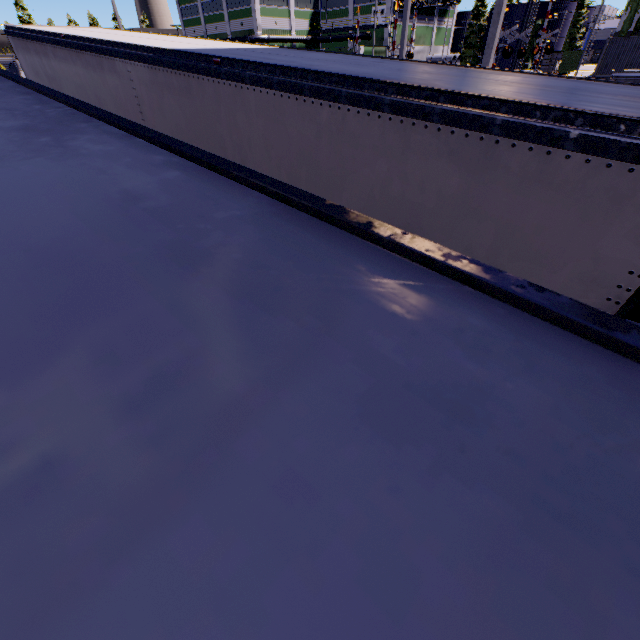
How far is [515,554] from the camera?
0.3 meters

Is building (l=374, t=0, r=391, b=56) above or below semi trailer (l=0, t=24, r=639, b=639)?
above

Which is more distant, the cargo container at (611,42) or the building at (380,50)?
the building at (380,50)

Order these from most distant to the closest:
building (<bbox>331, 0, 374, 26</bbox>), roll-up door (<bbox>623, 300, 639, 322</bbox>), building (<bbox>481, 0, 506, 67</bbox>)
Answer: building (<bbox>331, 0, 374, 26</bbox>) < building (<bbox>481, 0, 506, 67</bbox>) < roll-up door (<bbox>623, 300, 639, 322</bbox>)

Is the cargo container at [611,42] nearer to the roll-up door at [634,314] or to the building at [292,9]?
the building at [292,9]

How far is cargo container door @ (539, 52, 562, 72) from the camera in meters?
41.7

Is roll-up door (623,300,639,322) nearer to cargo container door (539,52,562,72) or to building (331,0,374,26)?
building (331,0,374,26)

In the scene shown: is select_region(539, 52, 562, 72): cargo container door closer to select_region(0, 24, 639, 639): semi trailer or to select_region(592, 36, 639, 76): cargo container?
select_region(592, 36, 639, 76): cargo container
